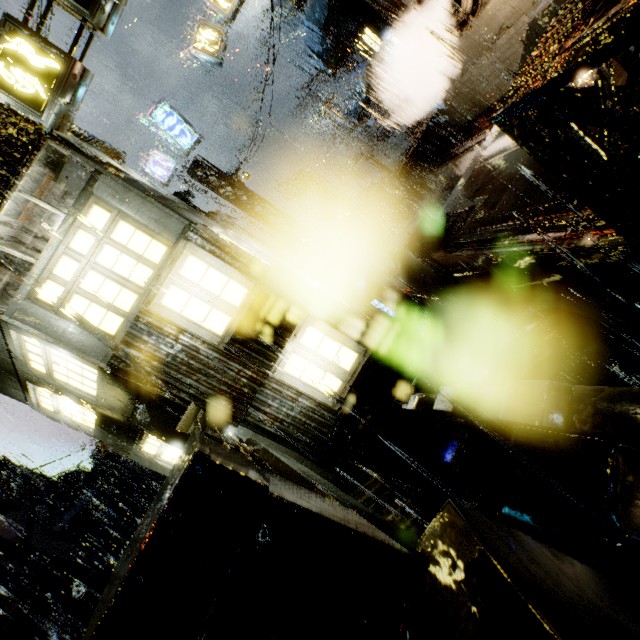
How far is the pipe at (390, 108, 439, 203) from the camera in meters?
16.8

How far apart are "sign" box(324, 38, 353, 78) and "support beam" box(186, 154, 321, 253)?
6.95m

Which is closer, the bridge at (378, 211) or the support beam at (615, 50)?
the support beam at (615, 50)

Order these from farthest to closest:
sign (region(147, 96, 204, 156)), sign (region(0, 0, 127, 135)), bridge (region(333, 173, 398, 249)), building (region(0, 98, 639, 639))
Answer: bridge (region(333, 173, 398, 249))
sign (region(147, 96, 204, 156))
building (region(0, 98, 639, 639))
sign (region(0, 0, 127, 135))

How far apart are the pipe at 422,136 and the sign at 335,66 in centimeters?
490cm

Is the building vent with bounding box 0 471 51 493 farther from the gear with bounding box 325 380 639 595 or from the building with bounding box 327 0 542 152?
the gear with bounding box 325 380 639 595

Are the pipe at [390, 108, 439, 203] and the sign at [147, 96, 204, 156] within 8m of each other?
no

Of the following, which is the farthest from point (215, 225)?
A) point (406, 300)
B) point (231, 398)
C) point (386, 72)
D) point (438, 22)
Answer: point (386, 72)
